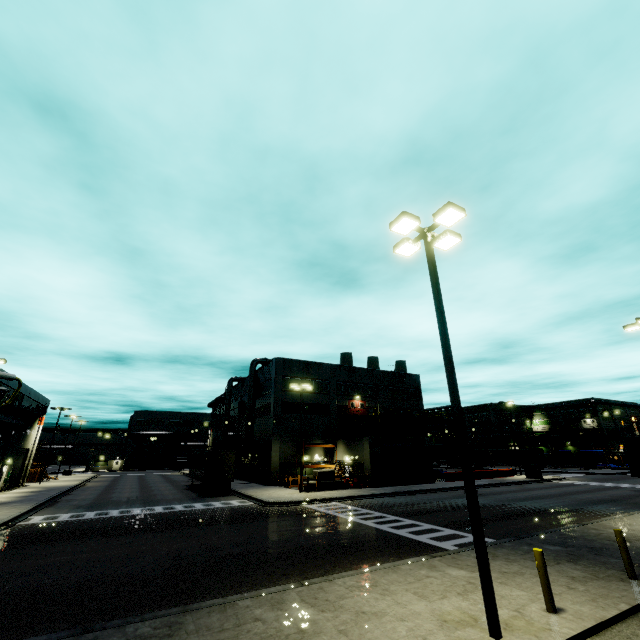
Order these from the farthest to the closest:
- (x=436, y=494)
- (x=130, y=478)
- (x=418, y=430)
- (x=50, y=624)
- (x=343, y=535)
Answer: (x=130, y=478)
(x=418, y=430)
(x=436, y=494)
(x=343, y=535)
(x=50, y=624)

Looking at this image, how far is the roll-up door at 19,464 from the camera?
38.6m

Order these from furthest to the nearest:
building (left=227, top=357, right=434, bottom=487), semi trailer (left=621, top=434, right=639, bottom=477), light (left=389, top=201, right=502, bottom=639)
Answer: building (left=227, top=357, right=434, bottom=487), semi trailer (left=621, top=434, right=639, bottom=477), light (left=389, top=201, right=502, bottom=639)

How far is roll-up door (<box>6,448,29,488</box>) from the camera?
38.6m

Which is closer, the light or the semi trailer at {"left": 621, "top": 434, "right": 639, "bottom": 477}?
the light

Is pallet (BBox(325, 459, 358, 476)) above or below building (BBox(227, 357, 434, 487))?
below

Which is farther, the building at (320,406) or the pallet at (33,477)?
the pallet at (33,477)

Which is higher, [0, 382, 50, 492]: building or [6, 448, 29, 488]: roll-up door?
[0, 382, 50, 492]: building
